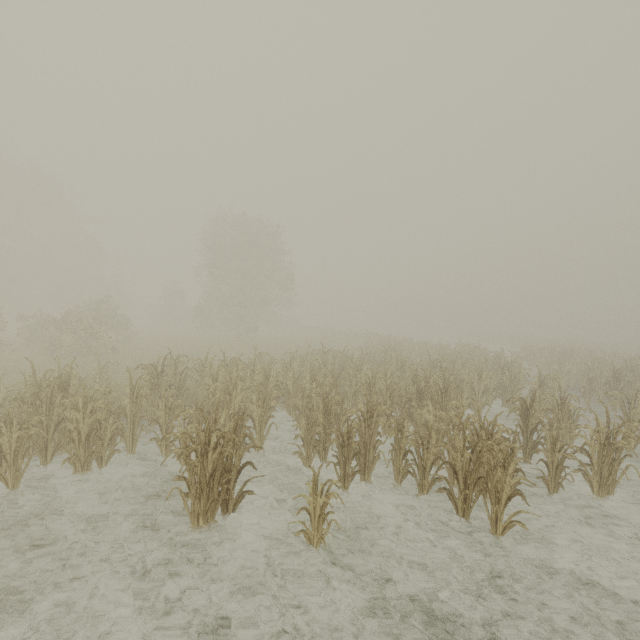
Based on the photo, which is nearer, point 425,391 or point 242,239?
point 425,391
